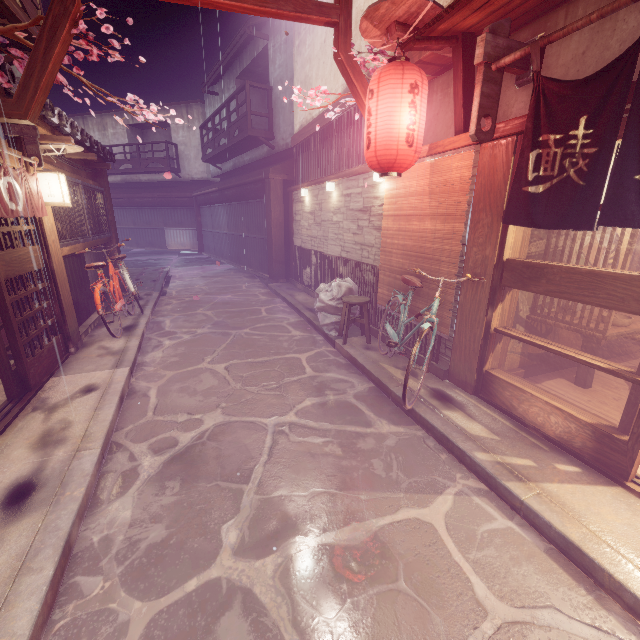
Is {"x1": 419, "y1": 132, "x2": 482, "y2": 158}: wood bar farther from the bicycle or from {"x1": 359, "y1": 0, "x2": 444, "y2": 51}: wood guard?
the bicycle

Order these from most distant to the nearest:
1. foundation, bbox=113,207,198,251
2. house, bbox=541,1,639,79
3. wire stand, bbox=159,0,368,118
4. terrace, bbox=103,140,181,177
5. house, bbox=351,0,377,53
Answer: foundation, bbox=113,207,198,251, terrace, bbox=103,140,181,177, house, bbox=351,0,377,53, wire stand, bbox=159,0,368,118, house, bbox=541,1,639,79

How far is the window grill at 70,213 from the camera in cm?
952

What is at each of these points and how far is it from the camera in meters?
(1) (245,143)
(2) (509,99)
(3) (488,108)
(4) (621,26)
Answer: (1) terrace, 22.2
(2) house, 6.2
(3) wood base, 5.6
(4) house, 4.5

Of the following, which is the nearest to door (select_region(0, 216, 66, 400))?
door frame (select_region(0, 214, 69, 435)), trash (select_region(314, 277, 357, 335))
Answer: door frame (select_region(0, 214, 69, 435))

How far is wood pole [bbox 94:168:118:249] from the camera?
14.39m

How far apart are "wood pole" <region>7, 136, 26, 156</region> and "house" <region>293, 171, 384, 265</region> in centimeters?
891cm

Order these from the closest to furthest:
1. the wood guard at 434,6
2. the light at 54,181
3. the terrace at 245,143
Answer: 1. the wood guard at 434,6
2. the light at 54,181
3. the terrace at 245,143
